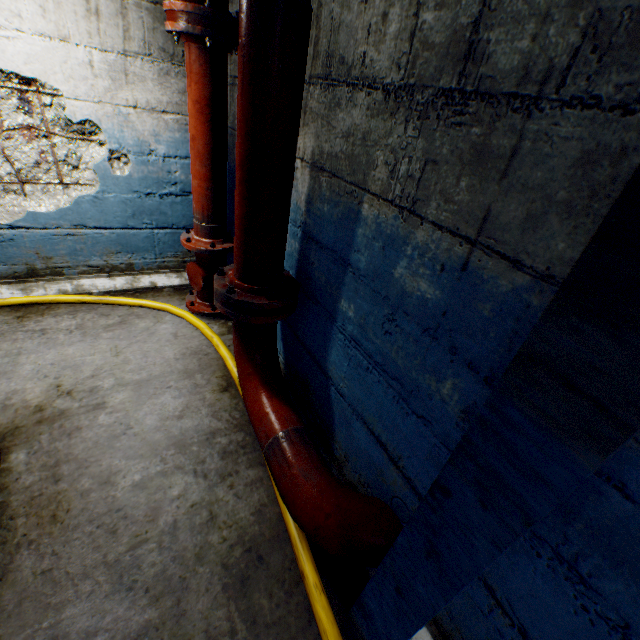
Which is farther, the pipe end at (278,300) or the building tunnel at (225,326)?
the building tunnel at (225,326)

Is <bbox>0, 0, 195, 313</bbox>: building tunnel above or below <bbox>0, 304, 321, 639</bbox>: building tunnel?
above

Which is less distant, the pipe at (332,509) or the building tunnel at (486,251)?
the building tunnel at (486,251)

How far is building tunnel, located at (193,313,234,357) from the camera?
2.8m

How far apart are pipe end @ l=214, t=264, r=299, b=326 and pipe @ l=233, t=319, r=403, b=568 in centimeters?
8cm

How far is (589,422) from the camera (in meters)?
0.48

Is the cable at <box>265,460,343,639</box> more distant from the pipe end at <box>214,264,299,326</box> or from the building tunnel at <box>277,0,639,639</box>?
the pipe end at <box>214,264,299,326</box>

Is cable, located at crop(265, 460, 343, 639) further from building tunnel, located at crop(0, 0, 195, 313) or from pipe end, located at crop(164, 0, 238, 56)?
pipe end, located at crop(164, 0, 238, 56)
